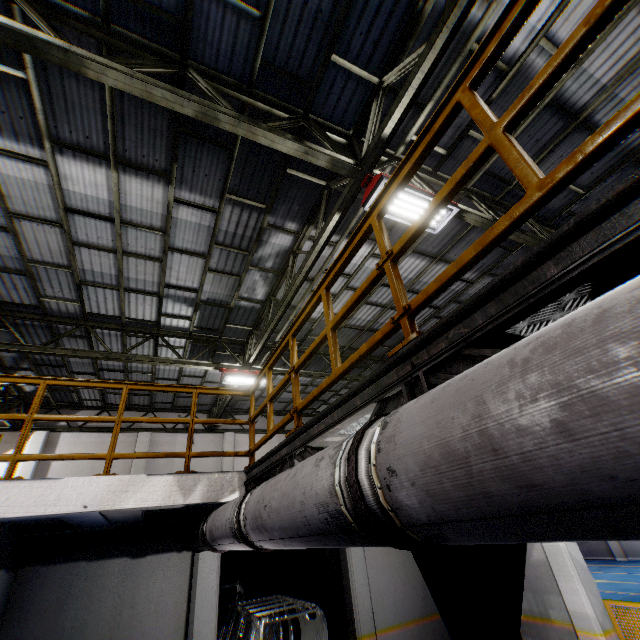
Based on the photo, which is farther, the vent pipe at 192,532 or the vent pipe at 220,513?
the vent pipe at 192,532

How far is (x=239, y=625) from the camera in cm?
775

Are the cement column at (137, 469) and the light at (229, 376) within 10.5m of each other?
yes

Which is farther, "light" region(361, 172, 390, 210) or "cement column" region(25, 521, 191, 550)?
"cement column" region(25, 521, 191, 550)

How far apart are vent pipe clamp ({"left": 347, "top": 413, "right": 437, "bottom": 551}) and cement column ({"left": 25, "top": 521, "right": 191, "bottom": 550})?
7.8m

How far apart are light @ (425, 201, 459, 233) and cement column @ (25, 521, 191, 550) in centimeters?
768cm

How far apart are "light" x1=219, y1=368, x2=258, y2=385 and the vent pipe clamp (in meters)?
9.25

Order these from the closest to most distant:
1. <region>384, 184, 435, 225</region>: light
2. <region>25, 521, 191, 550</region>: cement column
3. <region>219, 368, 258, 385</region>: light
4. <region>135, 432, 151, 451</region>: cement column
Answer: <region>384, 184, 435, 225</region>: light → <region>25, 521, 191, 550</region>: cement column → <region>219, 368, 258, 385</region>: light → <region>135, 432, 151, 451</region>: cement column
